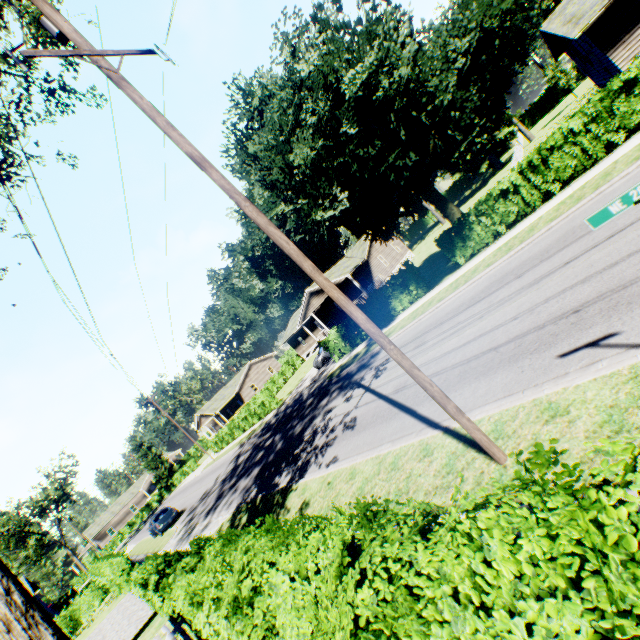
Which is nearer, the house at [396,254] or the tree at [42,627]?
the tree at [42,627]

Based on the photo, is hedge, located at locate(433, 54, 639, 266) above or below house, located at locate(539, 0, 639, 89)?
below

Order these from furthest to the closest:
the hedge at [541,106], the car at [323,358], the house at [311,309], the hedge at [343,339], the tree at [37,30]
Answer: the hedge at [541,106] → the house at [311,309] → the car at [323,358] → the hedge at [343,339] → the tree at [37,30]

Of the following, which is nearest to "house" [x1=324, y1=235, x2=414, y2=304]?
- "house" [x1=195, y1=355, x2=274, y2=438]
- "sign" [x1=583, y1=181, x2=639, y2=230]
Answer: "house" [x1=195, y1=355, x2=274, y2=438]

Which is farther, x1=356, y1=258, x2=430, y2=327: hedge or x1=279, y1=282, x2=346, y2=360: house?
x1=279, y1=282, x2=346, y2=360: house

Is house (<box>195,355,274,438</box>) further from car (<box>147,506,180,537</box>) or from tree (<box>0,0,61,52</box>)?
tree (<box>0,0,61,52</box>)

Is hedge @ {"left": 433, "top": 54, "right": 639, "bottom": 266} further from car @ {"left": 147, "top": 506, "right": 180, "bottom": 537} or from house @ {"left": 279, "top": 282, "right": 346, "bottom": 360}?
car @ {"left": 147, "top": 506, "right": 180, "bottom": 537}

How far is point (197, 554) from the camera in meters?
6.8
